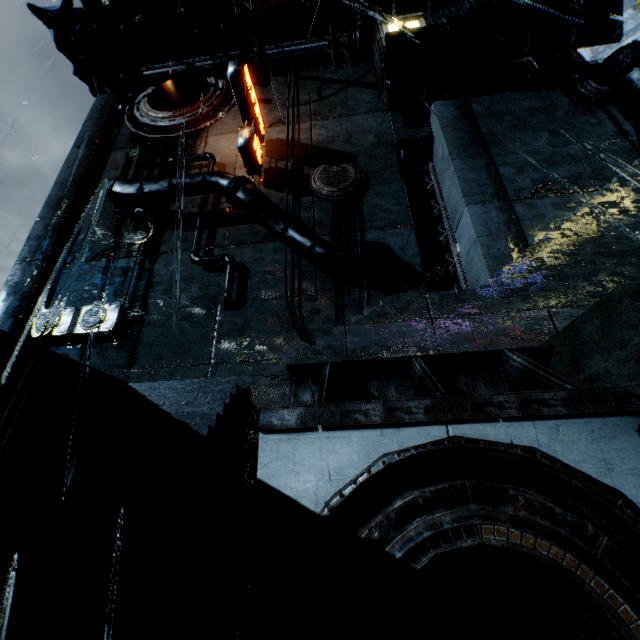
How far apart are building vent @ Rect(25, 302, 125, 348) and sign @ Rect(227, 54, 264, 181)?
11.4m

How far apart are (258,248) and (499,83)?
17.1m

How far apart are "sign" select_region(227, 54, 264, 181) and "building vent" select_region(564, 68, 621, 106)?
17.3m

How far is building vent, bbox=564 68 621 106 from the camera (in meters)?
16.70

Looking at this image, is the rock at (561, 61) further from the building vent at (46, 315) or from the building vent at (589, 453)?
the building vent at (46, 315)

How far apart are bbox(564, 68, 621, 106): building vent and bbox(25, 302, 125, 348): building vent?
25.7 meters

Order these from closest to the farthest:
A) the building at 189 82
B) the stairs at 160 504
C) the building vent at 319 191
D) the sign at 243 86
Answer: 1. the stairs at 160 504
2. the building at 189 82
3. the sign at 243 86
4. the building vent at 319 191

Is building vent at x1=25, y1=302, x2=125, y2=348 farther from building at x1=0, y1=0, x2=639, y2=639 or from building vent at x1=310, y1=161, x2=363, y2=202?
building vent at x1=310, y1=161, x2=363, y2=202
